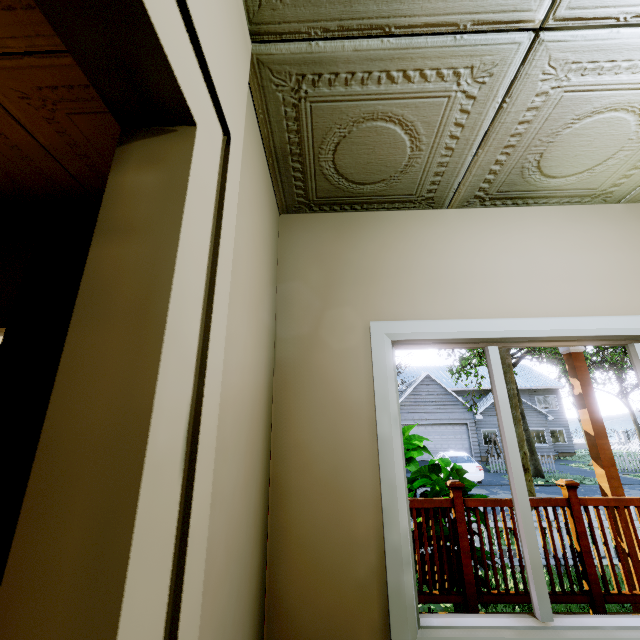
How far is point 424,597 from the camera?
2.9 meters

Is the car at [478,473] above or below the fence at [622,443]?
below

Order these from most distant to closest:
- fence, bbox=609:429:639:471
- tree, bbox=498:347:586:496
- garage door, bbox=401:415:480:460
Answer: garage door, bbox=401:415:480:460 < fence, bbox=609:429:639:471 < tree, bbox=498:347:586:496

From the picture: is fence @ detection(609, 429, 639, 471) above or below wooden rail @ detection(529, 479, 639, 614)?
below

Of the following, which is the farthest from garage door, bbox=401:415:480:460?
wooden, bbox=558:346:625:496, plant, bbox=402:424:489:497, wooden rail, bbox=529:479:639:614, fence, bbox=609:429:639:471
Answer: wooden rail, bbox=529:479:639:614

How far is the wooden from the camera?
3.9m

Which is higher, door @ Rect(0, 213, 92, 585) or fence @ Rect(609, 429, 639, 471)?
door @ Rect(0, 213, 92, 585)

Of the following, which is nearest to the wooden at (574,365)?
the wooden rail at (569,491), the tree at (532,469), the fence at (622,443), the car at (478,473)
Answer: the wooden rail at (569,491)
